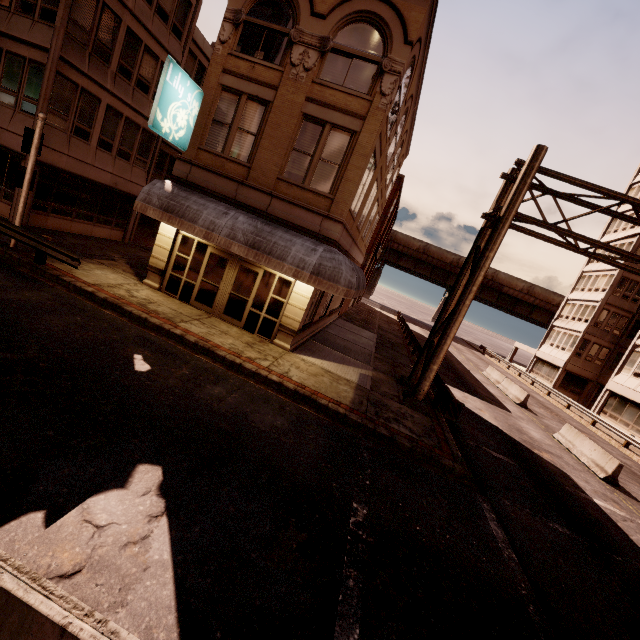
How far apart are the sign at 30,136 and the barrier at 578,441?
24.73m

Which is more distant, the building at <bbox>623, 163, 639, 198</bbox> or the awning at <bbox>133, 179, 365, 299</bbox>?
the building at <bbox>623, 163, 639, 198</bbox>

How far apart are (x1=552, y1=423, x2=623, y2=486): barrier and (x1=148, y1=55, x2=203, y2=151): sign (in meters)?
21.63

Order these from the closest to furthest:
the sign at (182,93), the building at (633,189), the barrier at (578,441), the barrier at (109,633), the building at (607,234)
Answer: the barrier at (109,633), the sign at (182,93), the barrier at (578,441), the building at (607,234), the building at (633,189)

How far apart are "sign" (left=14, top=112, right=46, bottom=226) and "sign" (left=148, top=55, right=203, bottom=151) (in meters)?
3.52

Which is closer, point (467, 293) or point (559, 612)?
point (559, 612)

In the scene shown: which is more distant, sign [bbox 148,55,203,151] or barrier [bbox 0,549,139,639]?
sign [bbox 148,55,203,151]

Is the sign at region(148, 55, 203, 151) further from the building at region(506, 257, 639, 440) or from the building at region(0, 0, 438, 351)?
the building at region(506, 257, 639, 440)
